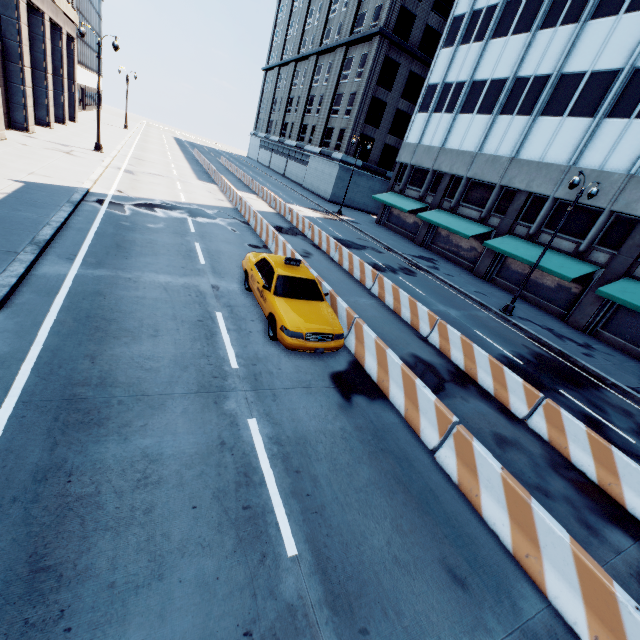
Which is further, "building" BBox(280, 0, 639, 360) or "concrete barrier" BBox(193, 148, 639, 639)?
"building" BBox(280, 0, 639, 360)

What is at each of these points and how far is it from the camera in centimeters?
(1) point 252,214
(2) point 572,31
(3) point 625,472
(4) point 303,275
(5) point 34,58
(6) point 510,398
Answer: (1) concrete barrier, 1912cm
(2) building, 2159cm
(3) concrete barrier, 697cm
(4) vehicle, 952cm
(5) building, 2456cm
(6) concrete barrier, 913cm

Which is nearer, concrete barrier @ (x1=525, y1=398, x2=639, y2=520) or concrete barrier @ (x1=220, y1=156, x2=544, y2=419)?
concrete barrier @ (x1=525, y1=398, x2=639, y2=520)

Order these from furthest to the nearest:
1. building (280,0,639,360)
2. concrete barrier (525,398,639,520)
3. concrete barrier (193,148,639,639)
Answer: building (280,0,639,360), concrete barrier (525,398,639,520), concrete barrier (193,148,639,639)

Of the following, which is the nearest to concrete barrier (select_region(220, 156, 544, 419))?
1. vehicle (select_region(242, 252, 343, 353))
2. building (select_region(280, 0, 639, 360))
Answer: vehicle (select_region(242, 252, 343, 353))

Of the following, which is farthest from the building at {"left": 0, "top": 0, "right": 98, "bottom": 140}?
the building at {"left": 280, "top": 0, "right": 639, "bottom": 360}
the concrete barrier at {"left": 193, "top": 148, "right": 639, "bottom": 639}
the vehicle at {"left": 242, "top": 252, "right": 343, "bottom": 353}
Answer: the building at {"left": 280, "top": 0, "right": 639, "bottom": 360}

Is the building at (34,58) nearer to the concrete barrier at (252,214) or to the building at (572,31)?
the concrete barrier at (252,214)
